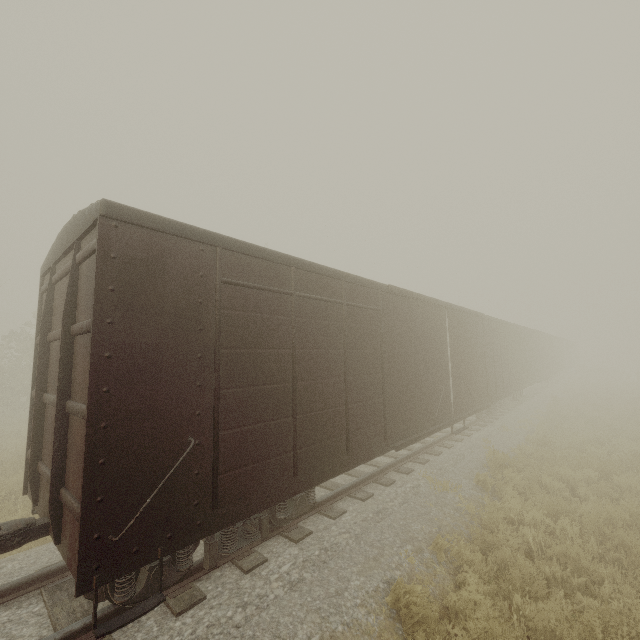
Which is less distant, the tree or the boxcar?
the boxcar

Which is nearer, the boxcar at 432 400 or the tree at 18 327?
the boxcar at 432 400

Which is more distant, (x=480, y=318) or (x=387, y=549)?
(x=480, y=318)
